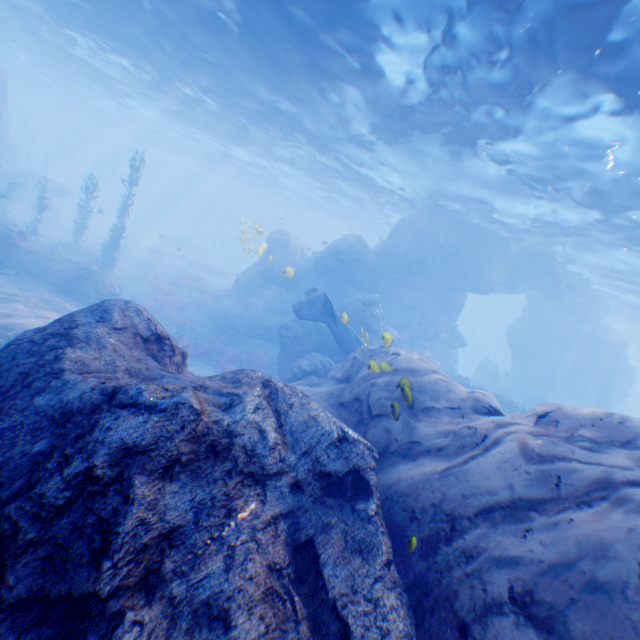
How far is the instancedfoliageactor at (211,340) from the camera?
18.6 meters

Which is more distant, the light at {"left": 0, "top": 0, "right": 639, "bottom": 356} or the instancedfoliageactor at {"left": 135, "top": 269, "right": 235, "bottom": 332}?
the instancedfoliageactor at {"left": 135, "top": 269, "right": 235, "bottom": 332}

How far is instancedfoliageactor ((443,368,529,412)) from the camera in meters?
19.3 m

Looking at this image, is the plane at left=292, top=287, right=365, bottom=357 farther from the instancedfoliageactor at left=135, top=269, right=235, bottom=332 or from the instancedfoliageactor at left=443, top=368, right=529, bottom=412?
the instancedfoliageactor at left=135, top=269, right=235, bottom=332

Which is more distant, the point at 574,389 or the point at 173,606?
the point at 574,389

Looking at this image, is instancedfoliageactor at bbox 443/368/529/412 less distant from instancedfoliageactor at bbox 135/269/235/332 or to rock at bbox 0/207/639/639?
rock at bbox 0/207/639/639

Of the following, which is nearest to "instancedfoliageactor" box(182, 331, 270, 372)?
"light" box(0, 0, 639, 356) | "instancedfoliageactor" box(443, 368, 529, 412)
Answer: "light" box(0, 0, 639, 356)

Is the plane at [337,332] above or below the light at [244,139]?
below
